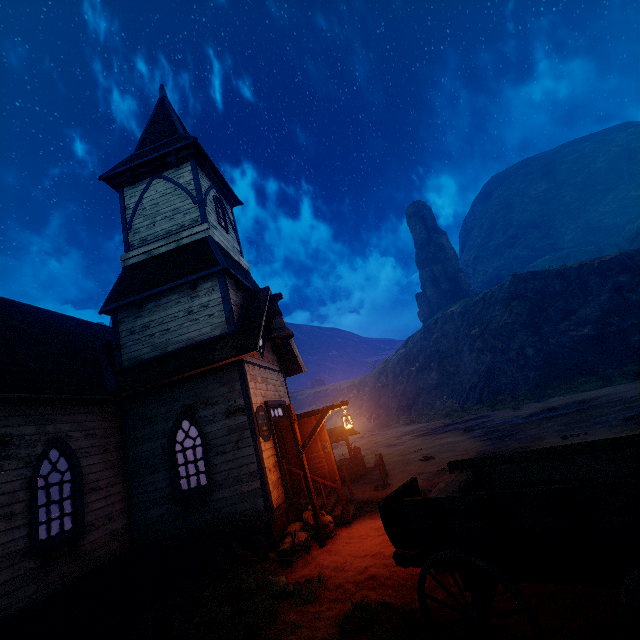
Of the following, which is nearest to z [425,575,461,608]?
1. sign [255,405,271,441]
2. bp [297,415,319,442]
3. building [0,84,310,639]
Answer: building [0,84,310,639]

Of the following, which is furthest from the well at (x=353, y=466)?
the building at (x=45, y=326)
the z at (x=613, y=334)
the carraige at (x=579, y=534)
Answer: the carraige at (x=579, y=534)

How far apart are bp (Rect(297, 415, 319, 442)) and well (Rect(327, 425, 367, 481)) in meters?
4.9 m

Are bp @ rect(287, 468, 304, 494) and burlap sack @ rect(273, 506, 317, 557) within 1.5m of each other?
yes

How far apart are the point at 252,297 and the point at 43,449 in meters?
6.8 m

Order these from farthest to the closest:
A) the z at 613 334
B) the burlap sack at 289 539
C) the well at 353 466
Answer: the well at 353 466 → the burlap sack at 289 539 → the z at 613 334

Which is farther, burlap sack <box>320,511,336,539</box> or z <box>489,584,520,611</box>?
burlap sack <box>320,511,336,539</box>

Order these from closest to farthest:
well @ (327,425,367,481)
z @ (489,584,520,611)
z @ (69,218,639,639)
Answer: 1. z @ (489,584,520,611)
2. z @ (69,218,639,639)
3. well @ (327,425,367,481)
